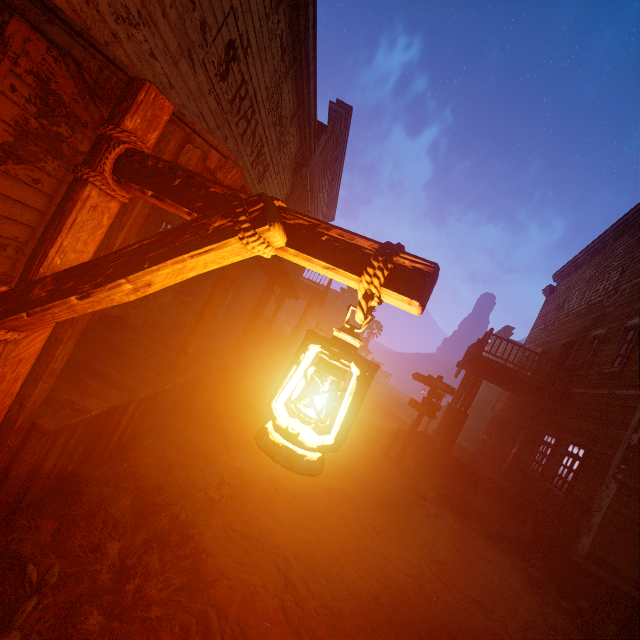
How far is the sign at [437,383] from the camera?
10.69m

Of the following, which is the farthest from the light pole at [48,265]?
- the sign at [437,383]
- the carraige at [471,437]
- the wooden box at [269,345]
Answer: the carraige at [471,437]

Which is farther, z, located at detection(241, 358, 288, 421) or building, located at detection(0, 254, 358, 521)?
z, located at detection(241, 358, 288, 421)

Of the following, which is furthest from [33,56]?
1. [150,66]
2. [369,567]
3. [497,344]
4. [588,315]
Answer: [497,344]

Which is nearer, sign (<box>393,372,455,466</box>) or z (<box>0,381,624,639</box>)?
z (<box>0,381,624,639</box>)

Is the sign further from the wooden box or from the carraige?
the carraige

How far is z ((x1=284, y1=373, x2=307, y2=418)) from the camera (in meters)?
10.52
